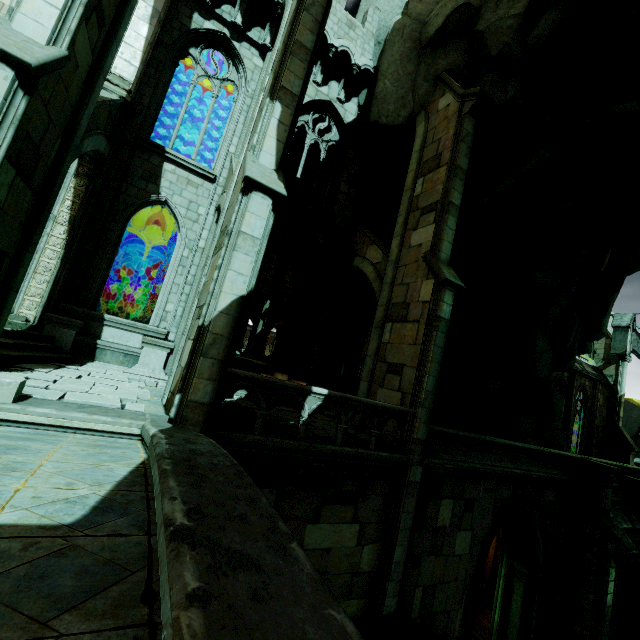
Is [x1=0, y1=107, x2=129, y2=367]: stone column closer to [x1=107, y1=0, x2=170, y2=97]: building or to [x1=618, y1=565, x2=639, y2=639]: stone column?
[x1=107, y1=0, x2=170, y2=97]: building

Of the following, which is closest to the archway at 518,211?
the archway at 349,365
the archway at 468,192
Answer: the archway at 349,365

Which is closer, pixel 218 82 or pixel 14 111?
pixel 14 111

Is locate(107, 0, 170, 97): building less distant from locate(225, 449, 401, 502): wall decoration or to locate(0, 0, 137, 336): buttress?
locate(0, 0, 137, 336): buttress

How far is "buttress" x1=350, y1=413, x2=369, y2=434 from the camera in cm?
1001

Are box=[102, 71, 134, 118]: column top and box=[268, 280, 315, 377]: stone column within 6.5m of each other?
no

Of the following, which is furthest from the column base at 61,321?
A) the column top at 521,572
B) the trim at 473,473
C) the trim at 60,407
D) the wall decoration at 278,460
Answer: the column top at 521,572

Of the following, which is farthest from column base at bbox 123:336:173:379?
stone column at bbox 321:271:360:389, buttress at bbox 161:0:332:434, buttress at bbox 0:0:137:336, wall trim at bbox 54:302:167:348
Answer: stone column at bbox 321:271:360:389
